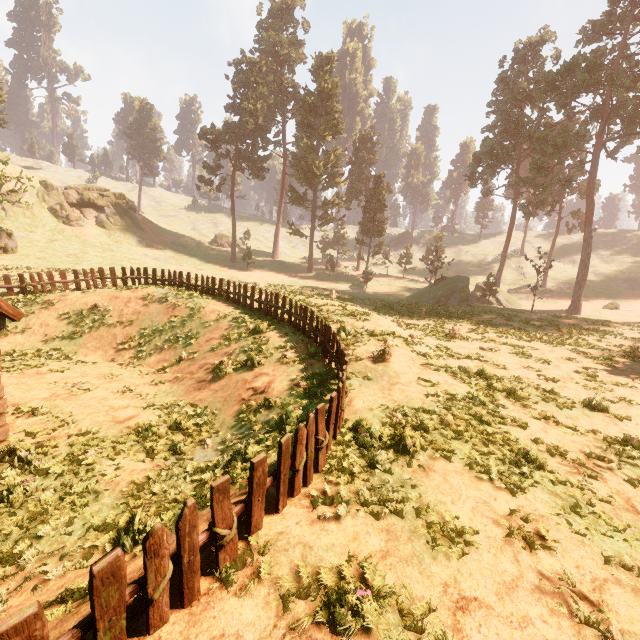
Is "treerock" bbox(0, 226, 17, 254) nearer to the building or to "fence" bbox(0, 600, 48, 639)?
the building

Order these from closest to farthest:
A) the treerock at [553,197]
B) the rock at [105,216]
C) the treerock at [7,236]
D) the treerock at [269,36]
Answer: the treerock at [553,197]
the treerock at [7,236]
the rock at [105,216]
the treerock at [269,36]

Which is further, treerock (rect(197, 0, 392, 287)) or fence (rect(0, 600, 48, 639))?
treerock (rect(197, 0, 392, 287))

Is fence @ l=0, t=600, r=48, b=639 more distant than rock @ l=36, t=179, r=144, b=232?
No

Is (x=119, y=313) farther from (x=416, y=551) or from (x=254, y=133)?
(x=254, y=133)

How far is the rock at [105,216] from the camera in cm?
4286

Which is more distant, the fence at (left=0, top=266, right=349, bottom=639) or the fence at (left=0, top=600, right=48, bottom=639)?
the fence at (left=0, top=266, right=349, bottom=639)

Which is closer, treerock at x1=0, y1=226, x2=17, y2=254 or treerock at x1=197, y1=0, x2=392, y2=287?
treerock at x1=0, y1=226, x2=17, y2=254
